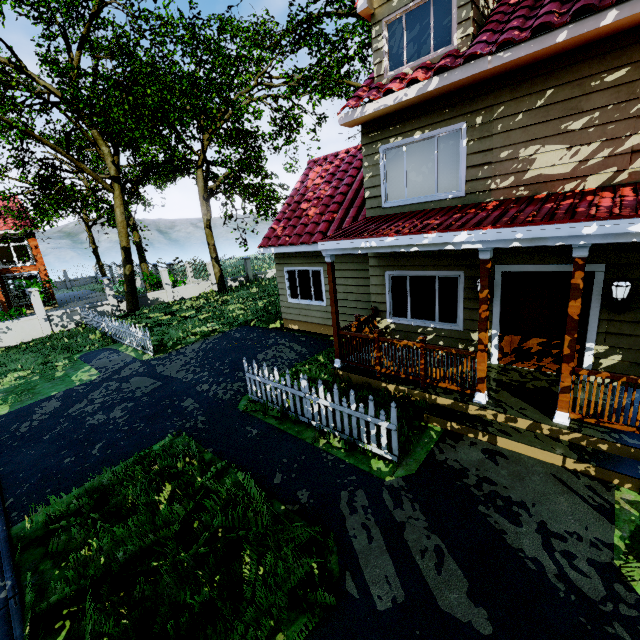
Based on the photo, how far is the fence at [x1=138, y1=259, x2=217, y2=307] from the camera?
20.5m

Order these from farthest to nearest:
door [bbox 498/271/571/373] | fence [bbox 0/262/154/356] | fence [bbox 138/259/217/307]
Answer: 1. fence [bbox 138/259/217/307]
2. fence [bbox 0/262/154/356]
3. door [bbox 498/271/571/373]

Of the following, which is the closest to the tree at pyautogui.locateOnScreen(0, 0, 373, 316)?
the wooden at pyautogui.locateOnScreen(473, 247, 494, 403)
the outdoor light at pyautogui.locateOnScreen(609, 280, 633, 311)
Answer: the outdoor light at pyautogui.locateOnScreen(609, 280, 633, 311)

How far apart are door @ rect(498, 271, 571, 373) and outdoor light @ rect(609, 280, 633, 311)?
0.3 meters

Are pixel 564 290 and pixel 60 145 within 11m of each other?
no

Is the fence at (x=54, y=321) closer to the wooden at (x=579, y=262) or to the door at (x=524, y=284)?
the door at (x=524, y=284)

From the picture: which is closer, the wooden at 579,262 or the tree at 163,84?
the wooden at 579,262

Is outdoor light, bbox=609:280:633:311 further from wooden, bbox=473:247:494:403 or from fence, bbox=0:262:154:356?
fence, bbox=0:262:154:356
